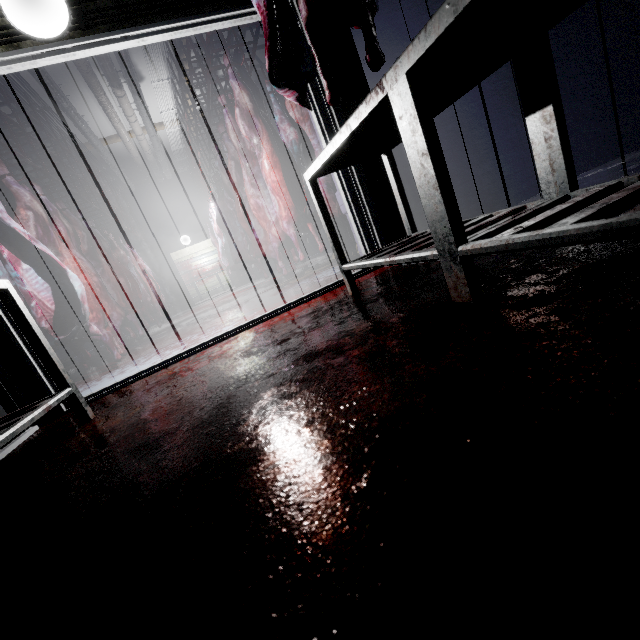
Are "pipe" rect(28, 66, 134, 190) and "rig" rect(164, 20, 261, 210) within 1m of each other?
no

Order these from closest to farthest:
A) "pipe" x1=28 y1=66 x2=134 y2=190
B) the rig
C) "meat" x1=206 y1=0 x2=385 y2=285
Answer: "meat" x1=206 y1=0 x2=385 y2=285 < the rig < "pipe" x1=28 y1=66 x2=134 y2=190

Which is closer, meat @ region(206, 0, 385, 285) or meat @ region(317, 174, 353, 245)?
meat @ region(206, 0, 385, 285)

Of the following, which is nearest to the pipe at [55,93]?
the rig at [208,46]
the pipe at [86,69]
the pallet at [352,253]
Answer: the pipe at [86,69]

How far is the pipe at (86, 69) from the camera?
4.89m

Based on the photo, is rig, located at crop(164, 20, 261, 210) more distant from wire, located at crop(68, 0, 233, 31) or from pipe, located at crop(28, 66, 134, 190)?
pipe, located at crop(28, 66, 134, 190)

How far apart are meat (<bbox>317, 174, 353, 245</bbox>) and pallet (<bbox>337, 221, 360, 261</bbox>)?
0.0m

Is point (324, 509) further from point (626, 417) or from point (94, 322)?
point (94, 322)
